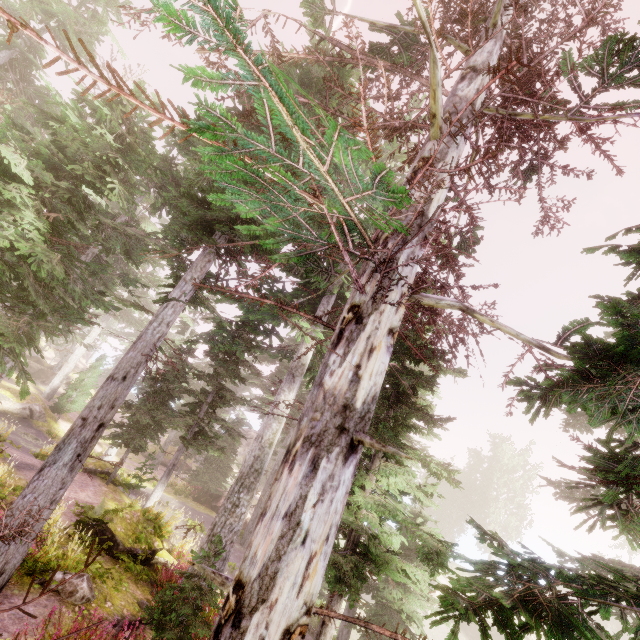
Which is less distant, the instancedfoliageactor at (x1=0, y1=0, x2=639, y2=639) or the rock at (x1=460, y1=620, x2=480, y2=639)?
the instancedfoliageactor at (x1=0, y1=0, x2=639, y2=639)

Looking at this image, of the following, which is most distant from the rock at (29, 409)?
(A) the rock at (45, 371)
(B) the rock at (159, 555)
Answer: (B) the rock at (159, 555)

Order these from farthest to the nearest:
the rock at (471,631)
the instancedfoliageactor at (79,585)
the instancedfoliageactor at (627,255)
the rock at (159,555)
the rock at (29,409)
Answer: the rock at (471,631)
the rock at (29,409)
the rock at (159,555)
the instancedfoliageactor at (79,585)
the instancedfoliageactor at (627,255)

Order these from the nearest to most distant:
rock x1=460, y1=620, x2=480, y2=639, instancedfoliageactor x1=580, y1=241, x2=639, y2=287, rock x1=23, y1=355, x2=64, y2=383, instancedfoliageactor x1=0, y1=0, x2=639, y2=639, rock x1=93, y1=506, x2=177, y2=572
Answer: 1. instancedfoliageactor x1=0, y1=0, x2=639, y2=639
2. instancedfoliageactor x1=580, y1=241, x2=639, y2=287
3. rock x1=93, y1=506, x2=177, y2=572
4. rock x1=460, y1=620, x2=480, y2=639
5. rock x1=23, y1=355, x2=64, y2=383

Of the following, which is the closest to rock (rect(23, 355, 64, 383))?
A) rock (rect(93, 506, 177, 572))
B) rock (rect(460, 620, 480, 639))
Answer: rock (rect(93, 506, 177, 572))

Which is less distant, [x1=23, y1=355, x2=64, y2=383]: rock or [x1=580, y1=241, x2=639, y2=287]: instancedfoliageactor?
[x1=580, y1=241, x2=639, y2=287]: instancedfoliageactor

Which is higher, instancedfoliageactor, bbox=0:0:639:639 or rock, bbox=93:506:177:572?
instancedfoliageactor, bbox=0:0:639:639

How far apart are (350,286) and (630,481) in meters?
4.7 m
